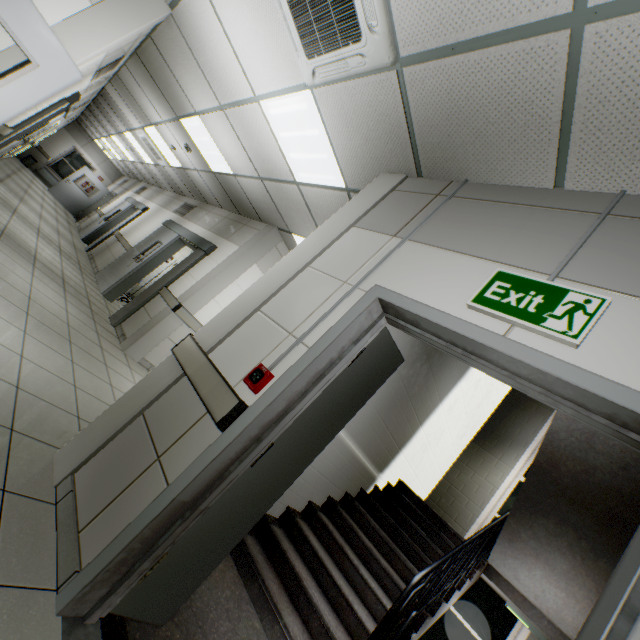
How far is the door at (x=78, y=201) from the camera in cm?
1496

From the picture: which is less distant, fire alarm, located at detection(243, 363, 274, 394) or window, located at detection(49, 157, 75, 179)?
fire alarm, located at detection(243, 363, 274, 394)

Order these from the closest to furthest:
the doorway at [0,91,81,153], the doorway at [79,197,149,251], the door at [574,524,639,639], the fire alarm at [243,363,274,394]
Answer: the door at [574,524,639,639], the fire alarm at [243,363,274,394], the doorway at [0,91,81,153], the doorway at [79,197,149,251]

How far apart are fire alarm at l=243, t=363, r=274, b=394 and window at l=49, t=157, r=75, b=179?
21.44m

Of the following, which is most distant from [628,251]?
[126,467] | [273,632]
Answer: [273,632]

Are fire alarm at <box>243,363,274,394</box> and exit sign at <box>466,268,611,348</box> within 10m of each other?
yes

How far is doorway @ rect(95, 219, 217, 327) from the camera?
6.0m

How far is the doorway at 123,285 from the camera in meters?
6.0 m
